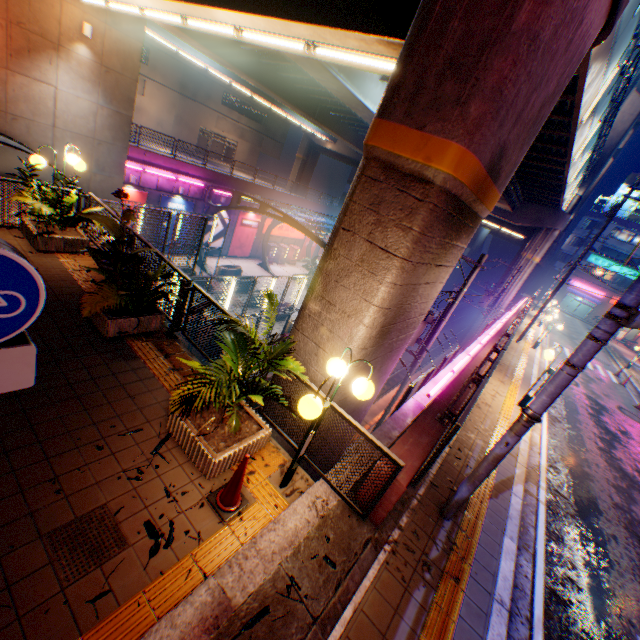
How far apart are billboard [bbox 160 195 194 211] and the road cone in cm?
2367

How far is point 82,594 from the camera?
2.9m

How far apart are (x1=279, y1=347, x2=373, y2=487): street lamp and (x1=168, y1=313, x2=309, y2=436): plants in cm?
20

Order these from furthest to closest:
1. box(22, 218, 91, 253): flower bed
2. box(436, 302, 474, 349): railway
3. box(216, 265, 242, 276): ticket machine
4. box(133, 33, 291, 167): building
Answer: box(436, 302, 474, 349): railway → box(133, 33, 291, 167): building → box(216, 265, 242, 276): ticket machine → box(22, 218, 91, 253): flower bed

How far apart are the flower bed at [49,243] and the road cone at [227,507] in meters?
7.0

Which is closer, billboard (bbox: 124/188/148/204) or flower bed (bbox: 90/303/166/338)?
flower bed (bbox: 90/303/166/338)

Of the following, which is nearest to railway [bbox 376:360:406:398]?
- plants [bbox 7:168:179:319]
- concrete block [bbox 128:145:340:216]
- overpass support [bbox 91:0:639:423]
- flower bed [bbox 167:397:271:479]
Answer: overpass support [bbox 91:0:639:423]

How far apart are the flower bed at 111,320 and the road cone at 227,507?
3.44m
